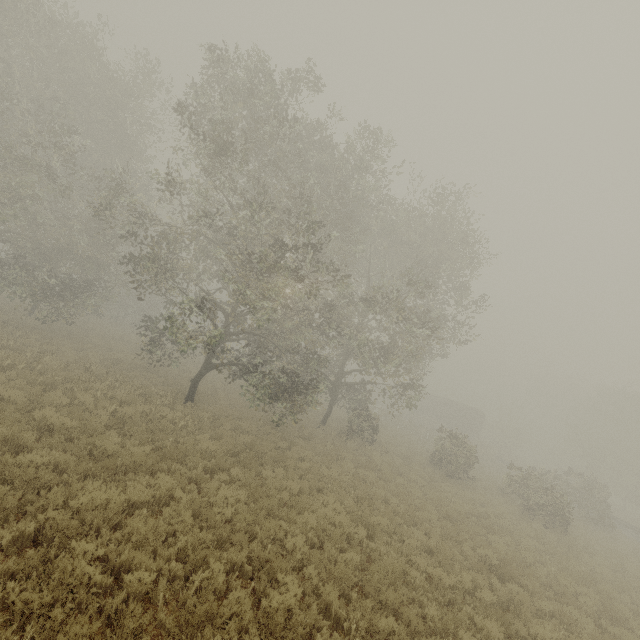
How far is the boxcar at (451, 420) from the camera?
45.4m

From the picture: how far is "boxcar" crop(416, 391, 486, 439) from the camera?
45.4m

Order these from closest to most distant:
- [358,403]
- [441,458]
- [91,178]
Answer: [91,178] < [441,458] < [358,403]

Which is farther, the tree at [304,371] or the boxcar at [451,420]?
the boxcar at [451,420]

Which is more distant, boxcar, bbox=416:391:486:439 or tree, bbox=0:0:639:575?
boxcar, bbox=416:391:486:439
